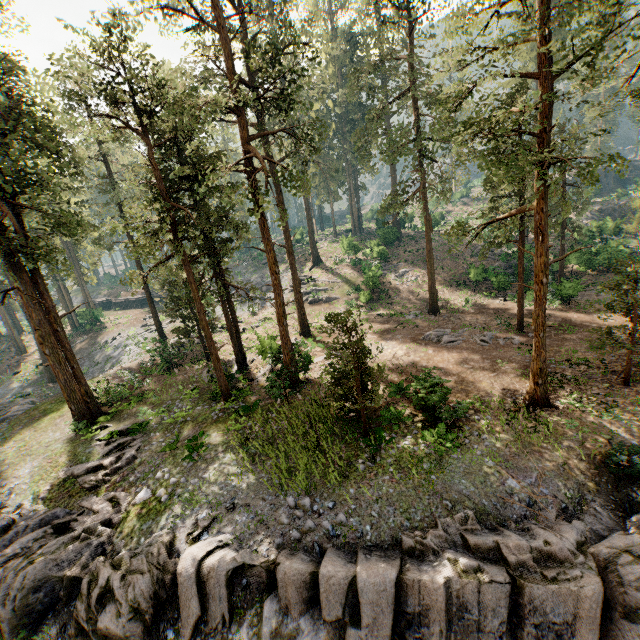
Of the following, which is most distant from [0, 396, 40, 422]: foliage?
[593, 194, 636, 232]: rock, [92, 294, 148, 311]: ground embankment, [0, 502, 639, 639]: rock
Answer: [593, 194, 636, 232]: rock

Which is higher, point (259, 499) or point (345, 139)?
point (345, 139)

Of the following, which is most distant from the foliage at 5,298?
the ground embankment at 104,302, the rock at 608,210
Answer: the rock at 608,210

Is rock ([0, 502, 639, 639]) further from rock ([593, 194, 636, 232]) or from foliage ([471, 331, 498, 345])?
rock ([593, 194, 636, 232])

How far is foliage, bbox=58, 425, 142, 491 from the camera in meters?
14.9 m

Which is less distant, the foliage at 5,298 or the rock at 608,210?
the foliage at 5,298
